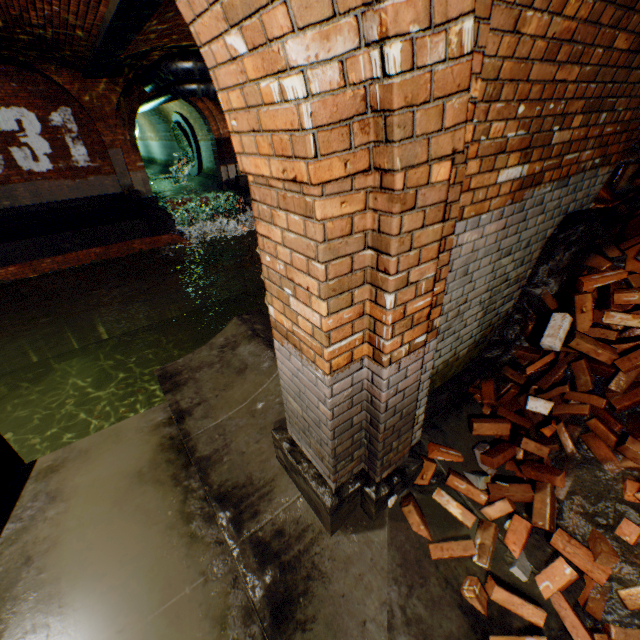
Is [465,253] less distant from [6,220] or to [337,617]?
[337,617]

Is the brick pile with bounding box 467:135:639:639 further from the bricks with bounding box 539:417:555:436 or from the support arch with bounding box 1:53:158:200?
the support arch with bounding box 1:53:158:200

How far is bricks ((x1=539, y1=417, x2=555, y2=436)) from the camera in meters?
2.5

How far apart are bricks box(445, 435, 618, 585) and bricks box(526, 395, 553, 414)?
0.1m

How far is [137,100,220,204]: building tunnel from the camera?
16.53m

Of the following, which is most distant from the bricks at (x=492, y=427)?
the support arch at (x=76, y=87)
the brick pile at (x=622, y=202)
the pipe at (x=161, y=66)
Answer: the pipe at (x=161, y=66)

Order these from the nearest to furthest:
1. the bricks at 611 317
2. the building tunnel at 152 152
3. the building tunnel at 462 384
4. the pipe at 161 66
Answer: the building tunnel at 462 384, the bricks at 611 317, the pipe at 161 66, the building tunnel at 152 152
